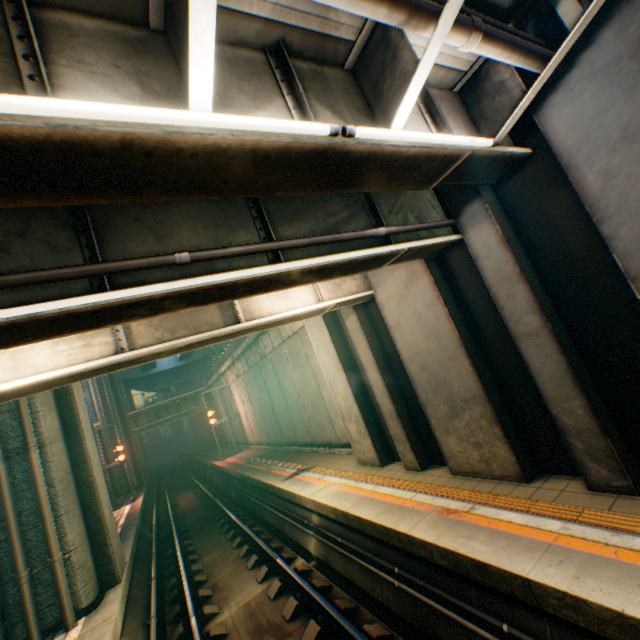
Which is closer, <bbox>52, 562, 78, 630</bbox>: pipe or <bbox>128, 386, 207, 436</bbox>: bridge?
<bbox>52, 562, 78, 630</bbox>: pipe

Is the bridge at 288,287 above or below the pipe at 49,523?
above

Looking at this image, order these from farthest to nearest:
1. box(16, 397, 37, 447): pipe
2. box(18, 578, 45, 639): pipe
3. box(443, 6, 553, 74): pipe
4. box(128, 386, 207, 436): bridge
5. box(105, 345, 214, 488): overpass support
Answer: box(128, 386, 207, 436): bridge < box(105, 345, 214, 488): overpass support < box(16, 397, 37, 447): pipe < box(18, 578, 45, 639): pipe < box(443, 6, 553, 74): pipe

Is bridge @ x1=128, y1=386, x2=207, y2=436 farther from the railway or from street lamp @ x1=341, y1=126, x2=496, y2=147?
street lamp @ x1=341, y1=126, x2=496, y2=147

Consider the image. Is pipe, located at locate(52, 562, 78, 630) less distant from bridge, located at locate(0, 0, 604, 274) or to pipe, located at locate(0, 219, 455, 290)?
pipe, located at locate(0, 219, 455, 290)

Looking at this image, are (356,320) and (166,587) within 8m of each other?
no

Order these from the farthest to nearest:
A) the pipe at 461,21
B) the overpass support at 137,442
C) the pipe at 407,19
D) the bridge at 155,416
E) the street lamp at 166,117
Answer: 1. the bridge at 155,416
2. the overpass support at 137,442
3. the pipe at 461,21
4. the pipe at 407,19
5. the street lamp at 166,117

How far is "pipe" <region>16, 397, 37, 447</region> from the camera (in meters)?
7.09
